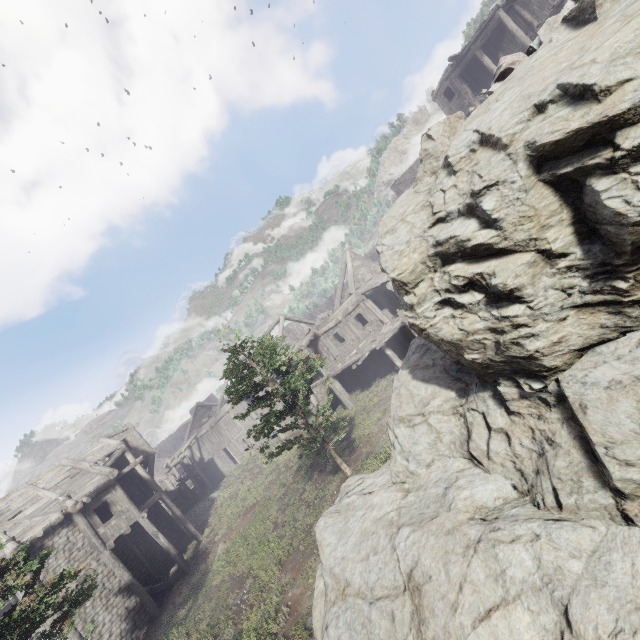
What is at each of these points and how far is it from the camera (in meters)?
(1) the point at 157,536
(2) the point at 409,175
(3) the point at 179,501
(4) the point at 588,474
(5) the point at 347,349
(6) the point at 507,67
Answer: (1) building, 18.98
(2) building, 41.19
(3) stone arch, 37.09
(4) rock, 4.14
(5) building, 23.27
(6) rubble, 5.21

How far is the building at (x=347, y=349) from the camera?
20.6 meters

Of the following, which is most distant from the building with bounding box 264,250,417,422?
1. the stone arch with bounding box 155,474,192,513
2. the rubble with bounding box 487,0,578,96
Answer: the rubble with bounding box 487,0,578,96

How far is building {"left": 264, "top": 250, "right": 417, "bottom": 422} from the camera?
20.59m

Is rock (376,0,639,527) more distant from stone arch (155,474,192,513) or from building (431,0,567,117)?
stone arch (155,474,192,513)

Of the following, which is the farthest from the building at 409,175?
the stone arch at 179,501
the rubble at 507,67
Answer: the rubble at 507,67

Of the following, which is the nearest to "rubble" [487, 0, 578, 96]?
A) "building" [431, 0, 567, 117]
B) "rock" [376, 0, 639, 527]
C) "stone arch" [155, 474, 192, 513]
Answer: "rock" [376, 0, 639, 527]

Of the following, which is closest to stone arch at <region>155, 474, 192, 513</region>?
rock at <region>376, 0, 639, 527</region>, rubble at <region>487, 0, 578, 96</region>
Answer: rock at <region>376, 0, 639, 527</region>
